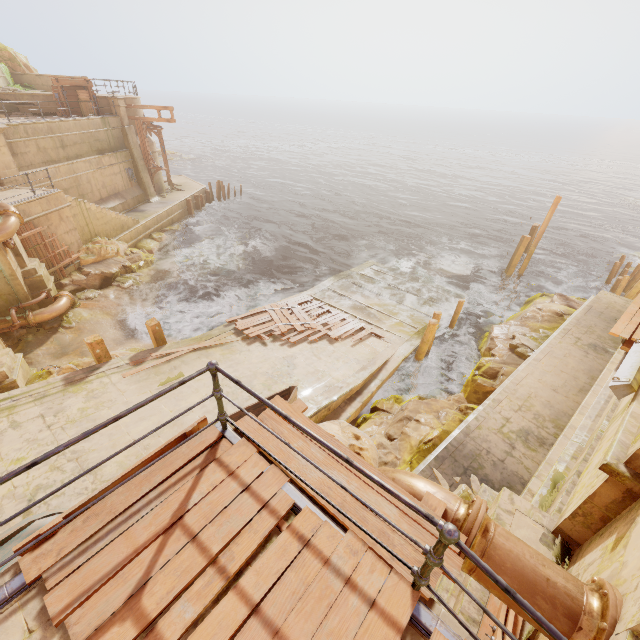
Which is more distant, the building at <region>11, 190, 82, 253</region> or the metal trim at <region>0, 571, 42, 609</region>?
the building at <region>11, 190, 82, 253</region>

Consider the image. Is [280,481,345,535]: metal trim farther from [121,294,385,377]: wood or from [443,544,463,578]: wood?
[121,294,385,377]: wood

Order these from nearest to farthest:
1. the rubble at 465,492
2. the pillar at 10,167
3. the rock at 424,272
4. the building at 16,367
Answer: the rubble at 465,492 < the building at 16,367 < the pillar at 10,167 < the rock at 424,272

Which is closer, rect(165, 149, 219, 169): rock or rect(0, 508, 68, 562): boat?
rect(0, 508, 68, 562): boat

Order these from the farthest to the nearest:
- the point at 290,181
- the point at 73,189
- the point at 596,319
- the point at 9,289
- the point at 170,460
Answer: the point at 290,181, the point at 73,189, the point at 9,289, the point at 596,319, the point at 170,460

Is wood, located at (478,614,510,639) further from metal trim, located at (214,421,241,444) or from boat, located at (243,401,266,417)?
boat, located at (243,401,266,417)

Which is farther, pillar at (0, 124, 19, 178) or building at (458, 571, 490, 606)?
pillar at (0, 124, 19, 178)

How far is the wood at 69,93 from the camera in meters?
20.6 m
